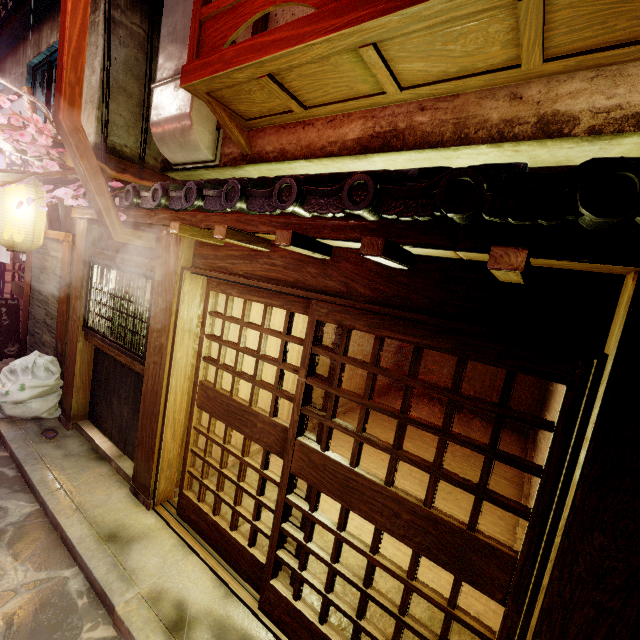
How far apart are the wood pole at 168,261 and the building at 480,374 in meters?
13.7 m

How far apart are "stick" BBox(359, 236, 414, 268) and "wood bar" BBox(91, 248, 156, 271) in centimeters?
504cm

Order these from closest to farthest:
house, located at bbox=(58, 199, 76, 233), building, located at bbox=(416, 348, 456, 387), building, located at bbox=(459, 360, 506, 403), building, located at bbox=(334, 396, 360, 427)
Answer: house, located at bbox=(58, 199, 76, 233) → building, located at bbox=(334, 396, 360, 427) → building, located at bbox=(459, 360, 506, 403) → building, located at bbox=(416, 348, 456, 387)

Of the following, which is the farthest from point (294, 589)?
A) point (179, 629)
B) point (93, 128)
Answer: point (93, 128)

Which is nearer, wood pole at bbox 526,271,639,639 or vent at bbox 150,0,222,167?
wood pole at bbox 526,271,639,639

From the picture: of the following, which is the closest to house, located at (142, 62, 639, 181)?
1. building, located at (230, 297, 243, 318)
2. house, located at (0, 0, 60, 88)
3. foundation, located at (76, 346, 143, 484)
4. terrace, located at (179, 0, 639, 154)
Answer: terrace, located at (179, 0, 639, 154)

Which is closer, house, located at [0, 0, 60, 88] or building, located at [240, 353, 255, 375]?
building, located at [240, 353, 255, 375]

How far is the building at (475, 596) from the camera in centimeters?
575cm
